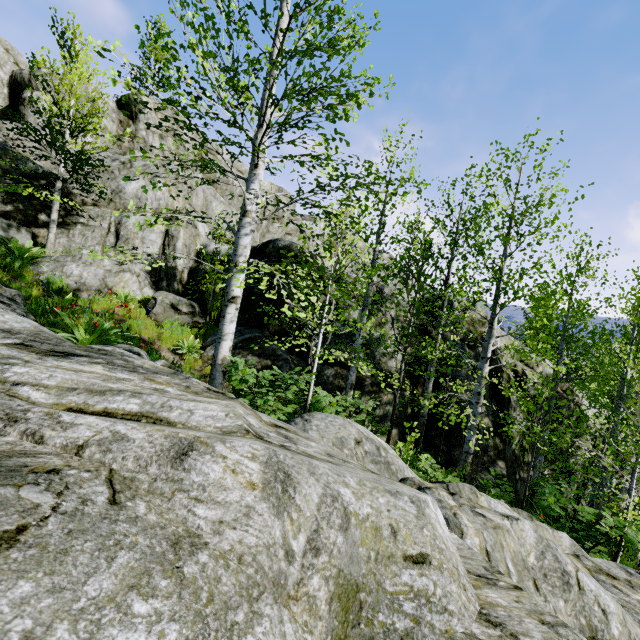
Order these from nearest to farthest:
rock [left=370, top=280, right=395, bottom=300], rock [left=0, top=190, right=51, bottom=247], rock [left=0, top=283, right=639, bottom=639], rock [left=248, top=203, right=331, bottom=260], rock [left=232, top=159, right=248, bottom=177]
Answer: rock [left=0, top=283, right=639, bottom=639]
rock [left=0, top=190, right=51, bottom=247]
rock [left=248, top=203, right=331, bottom=260]
rock [left=370, top=280, right=395, bottom=300]
rock [left=232, top=159, right=248, bottom=177]

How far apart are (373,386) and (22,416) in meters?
10.2

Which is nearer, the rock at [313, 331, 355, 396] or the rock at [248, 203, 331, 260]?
the rock at [313, 331, 355, 396]

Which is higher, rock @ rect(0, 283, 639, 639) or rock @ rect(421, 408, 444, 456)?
rock @ rect(0, 283, 639, 639)

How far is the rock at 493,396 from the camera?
11.7m

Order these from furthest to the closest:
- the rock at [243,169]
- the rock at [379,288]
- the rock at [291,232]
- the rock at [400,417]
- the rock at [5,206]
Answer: the rock at [243,169], the rock at [379,288], the rock at [291,232], the rock at [400,417], the rock at [5,206]
